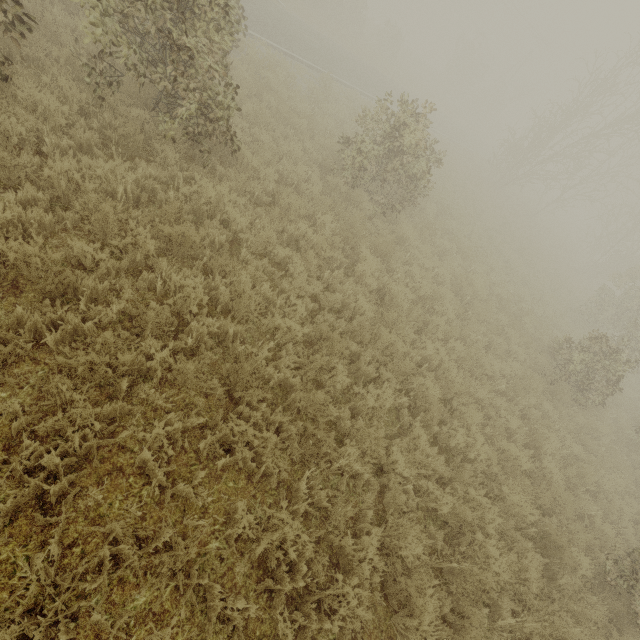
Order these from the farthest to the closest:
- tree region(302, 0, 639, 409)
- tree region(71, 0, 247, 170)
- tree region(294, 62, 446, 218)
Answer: tree region(302, 0, 639, 409) → tree region(294, 62, 446, 218) → tree region(71, 0, 247, 170)

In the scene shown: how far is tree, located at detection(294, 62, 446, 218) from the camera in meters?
8.7 m

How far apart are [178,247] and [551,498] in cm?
811

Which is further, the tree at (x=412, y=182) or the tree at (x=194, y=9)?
the tree at (x=412, y=182)

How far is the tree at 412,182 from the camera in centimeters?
867cm

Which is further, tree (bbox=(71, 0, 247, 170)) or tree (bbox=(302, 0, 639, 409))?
tree (bbox=(302, 0, 639, 409))
